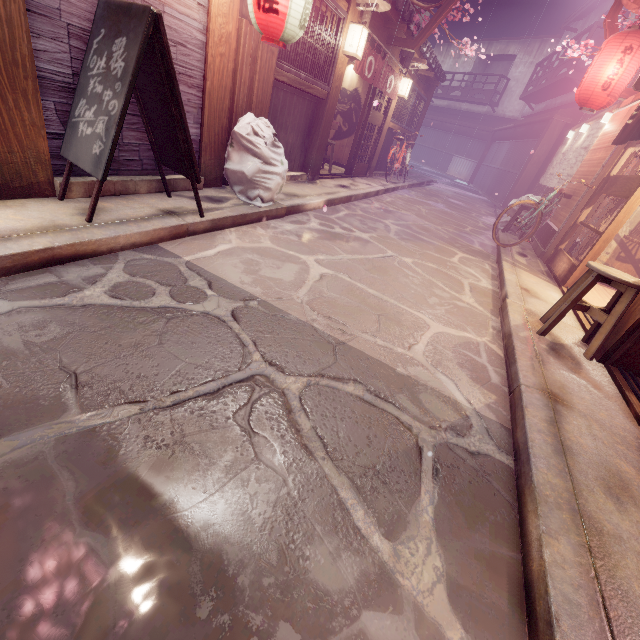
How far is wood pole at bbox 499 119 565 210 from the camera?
20.5 meters

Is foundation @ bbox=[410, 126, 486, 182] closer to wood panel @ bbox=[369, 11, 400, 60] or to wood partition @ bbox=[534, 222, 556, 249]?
wood panel @ bbox=[369, 11, 400, 60]

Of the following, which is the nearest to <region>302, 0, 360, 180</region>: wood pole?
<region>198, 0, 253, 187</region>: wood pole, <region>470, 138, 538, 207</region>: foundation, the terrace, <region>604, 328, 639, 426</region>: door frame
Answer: <region>198, 0, 253, 187</region>: wood pole

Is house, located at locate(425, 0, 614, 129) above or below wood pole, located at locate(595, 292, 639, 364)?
above

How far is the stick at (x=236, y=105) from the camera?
6.9m

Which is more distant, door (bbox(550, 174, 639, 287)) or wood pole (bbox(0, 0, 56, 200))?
door (bbox(550, 174, 639, 287))

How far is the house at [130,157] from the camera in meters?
5.7 m

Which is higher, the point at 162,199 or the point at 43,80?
the point at 43,80
